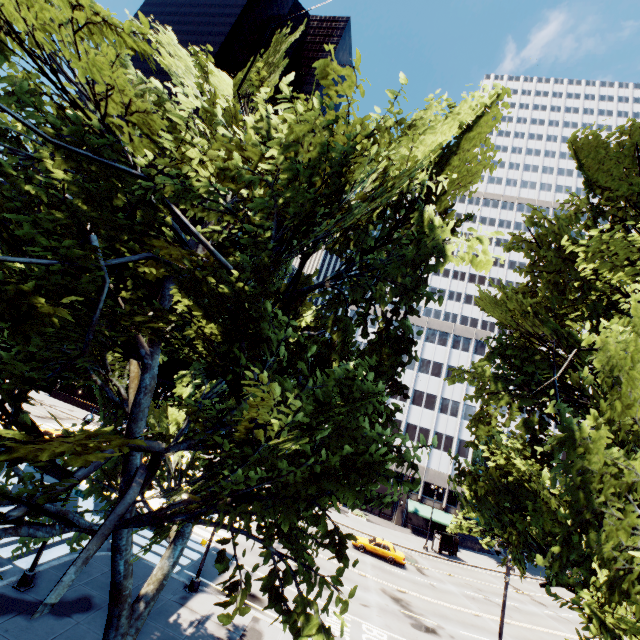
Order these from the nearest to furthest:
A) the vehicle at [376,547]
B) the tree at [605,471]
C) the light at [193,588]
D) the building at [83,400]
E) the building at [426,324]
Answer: the tree at [605,471] → the light at [193,588] → the vehicle at [376,547] → the building at [426,324] → the building at [83,400]

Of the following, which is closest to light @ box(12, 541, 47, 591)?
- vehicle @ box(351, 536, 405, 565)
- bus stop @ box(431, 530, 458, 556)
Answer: vehicle @ box(351, 536, 405, 565)

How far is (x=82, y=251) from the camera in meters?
5.4

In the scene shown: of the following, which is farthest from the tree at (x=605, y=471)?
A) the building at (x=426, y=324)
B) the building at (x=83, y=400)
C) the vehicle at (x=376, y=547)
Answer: the building at (x=83, y=400)

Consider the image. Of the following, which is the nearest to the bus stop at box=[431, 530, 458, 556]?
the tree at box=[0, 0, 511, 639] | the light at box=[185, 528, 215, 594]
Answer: the tree at box=[0, 0, 511, 639]

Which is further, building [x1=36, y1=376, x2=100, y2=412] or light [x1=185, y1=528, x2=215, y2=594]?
building [x1=36, y1=376, x2=100, y2=412]

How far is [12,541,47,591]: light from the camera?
13.69m

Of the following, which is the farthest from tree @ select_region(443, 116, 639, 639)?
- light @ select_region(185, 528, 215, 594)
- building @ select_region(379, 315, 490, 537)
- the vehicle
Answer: the vehicle
